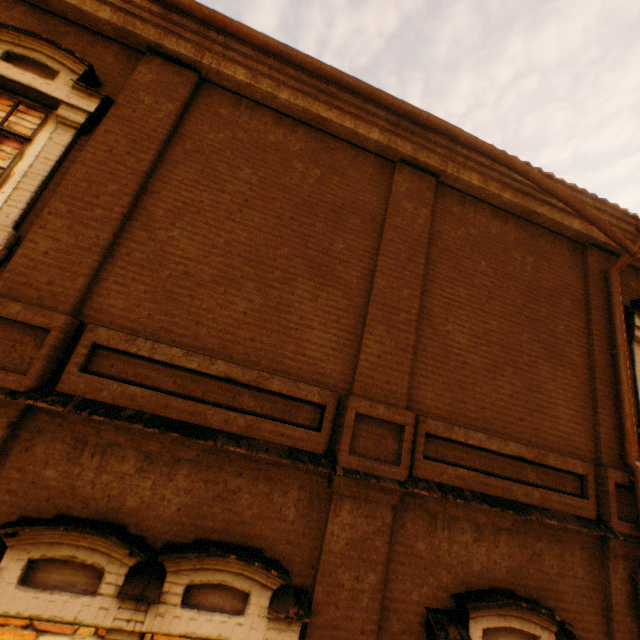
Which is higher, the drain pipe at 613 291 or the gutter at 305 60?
the gutter at 305 60

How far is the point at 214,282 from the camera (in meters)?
3.99

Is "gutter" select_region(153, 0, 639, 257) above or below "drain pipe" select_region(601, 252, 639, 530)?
above
